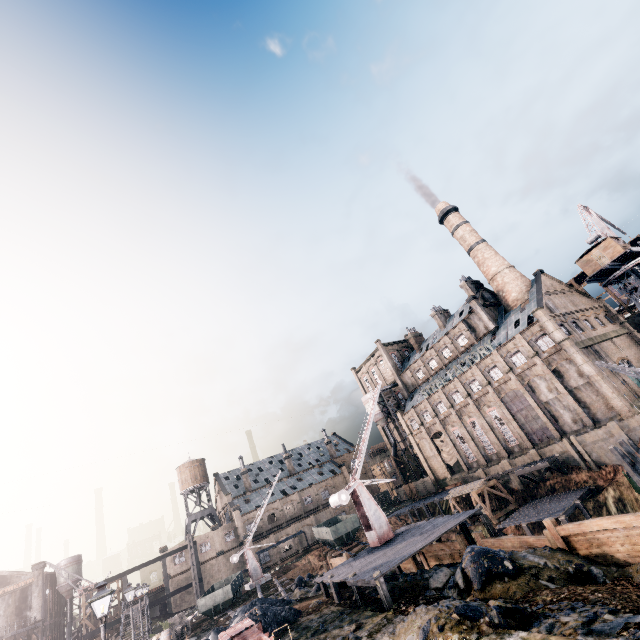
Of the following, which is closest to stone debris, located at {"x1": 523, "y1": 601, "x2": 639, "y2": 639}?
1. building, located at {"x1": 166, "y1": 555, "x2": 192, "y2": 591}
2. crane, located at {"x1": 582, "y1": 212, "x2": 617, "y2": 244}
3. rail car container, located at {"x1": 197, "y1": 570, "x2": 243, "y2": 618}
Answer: rail car container, located at {"x1": 197, "y1": 570, "x2": 243, "y2": 618}

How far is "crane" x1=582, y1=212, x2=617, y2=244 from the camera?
52.1m

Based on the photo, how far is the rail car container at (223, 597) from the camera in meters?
32.9

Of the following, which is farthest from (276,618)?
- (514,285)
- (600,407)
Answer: (514,285)

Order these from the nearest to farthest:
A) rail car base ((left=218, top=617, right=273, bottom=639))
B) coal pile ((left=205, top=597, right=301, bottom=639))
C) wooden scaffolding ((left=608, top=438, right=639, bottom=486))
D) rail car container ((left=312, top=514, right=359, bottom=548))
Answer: rail car base ((left=218, top=617, right=273, bottom=639))
coal pile ((left=205, top=597, right=301, bottom=639))
wooden scaffolding ((left=608, top=438, right=639, bottom=486))
rail car container ((left=312, top=514, right=359, bottom=548))

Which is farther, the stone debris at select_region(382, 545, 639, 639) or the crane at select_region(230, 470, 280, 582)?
the crane at select_region(230, 470, 280, 582)

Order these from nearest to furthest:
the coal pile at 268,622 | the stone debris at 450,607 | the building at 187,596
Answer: the stone debris at 450,607, the coal pile at 268,622, the building at 187,596

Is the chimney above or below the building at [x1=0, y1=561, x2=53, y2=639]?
above
